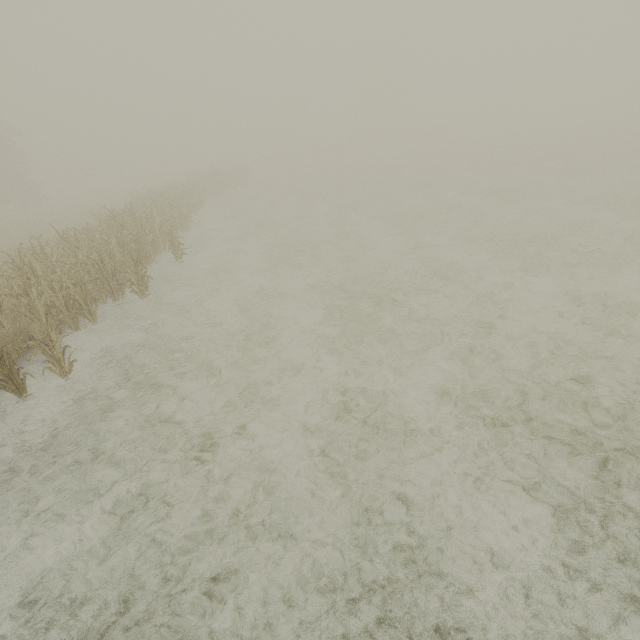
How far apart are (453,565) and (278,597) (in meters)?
1.82
